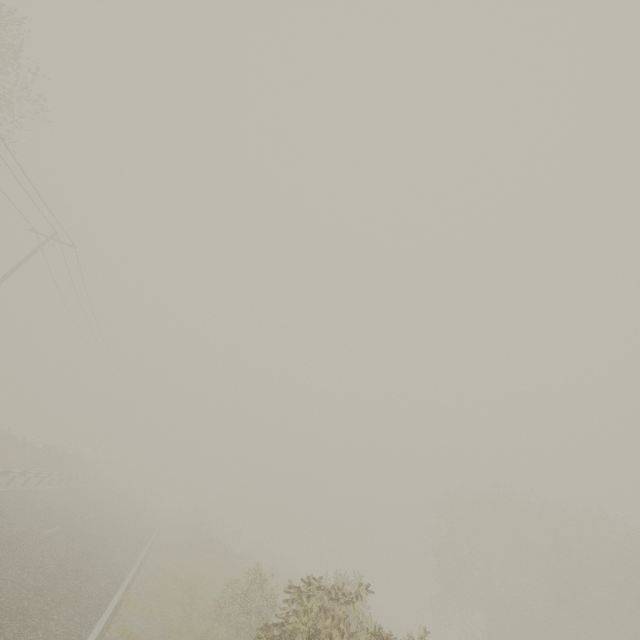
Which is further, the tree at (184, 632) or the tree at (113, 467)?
the tree at (113, 467)

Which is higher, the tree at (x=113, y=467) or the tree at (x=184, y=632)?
the tree at (x=113, y=467)

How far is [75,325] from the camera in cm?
2916

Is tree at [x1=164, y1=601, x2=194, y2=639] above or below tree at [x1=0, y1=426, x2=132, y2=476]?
below

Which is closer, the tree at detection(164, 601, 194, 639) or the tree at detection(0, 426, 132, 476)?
the tree at detection(164, 601, 194, 639)
